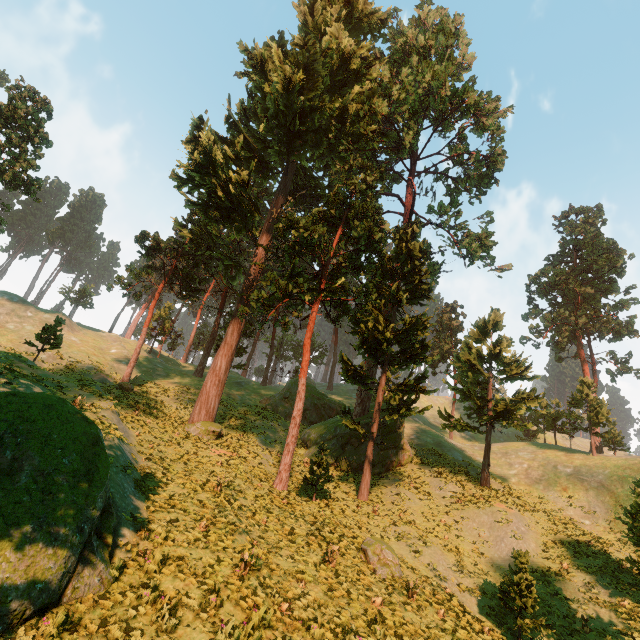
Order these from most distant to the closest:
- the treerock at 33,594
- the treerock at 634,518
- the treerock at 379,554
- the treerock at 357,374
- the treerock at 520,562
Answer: the treerock at 357,374
the treerock at 634,518
the treerock at 379,554
the treerock at 520,562
the treerock at 33,594

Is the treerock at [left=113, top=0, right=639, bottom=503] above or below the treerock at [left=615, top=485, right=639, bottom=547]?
above

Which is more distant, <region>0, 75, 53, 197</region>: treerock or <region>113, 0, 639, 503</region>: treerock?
<region>0, 75, 53, 197</region>: treerock

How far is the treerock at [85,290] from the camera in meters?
52.7 m

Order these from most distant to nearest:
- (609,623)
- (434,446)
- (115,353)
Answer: (115,353), (434,446), (609,623)

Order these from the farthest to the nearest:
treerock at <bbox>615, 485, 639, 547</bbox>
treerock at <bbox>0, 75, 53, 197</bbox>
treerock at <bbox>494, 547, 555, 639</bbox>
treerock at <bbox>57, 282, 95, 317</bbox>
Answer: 1. treerock at <bbox>57, 282, 95, 317</bbox>
2. treerock at <bbox>0, 75, 53, 197</bbox>
3. treerock at <bbox>615, 485, 639, 547</bbox>
4. treerock at <bbox>494, 547, 555, 639</bbox>
